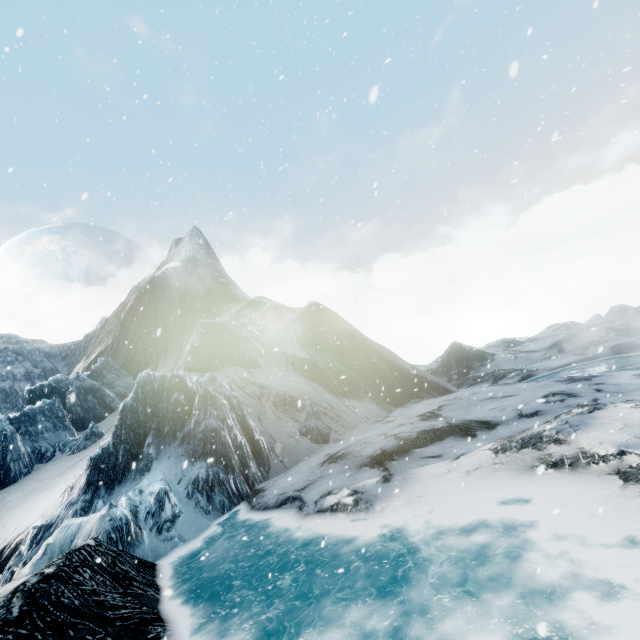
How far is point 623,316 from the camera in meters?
52.3
